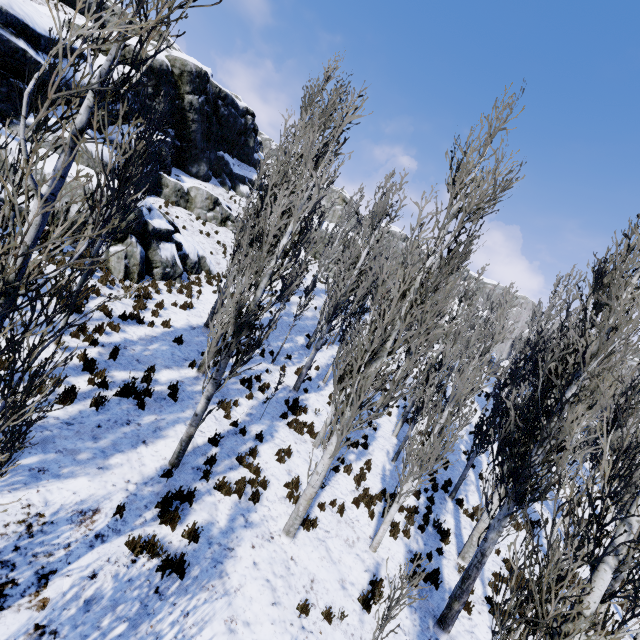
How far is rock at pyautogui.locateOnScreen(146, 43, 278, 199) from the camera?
22.6 meters

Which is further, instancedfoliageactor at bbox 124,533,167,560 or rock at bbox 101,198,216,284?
rock at bbox 101,198,216,284

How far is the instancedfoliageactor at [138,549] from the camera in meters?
5.4

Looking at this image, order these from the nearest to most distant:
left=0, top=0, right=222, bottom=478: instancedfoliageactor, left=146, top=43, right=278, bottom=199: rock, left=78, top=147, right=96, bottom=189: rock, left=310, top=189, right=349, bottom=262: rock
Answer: left=0, top=0, right=222, bottom=478: instancedfoliageactor < left=78, top=147, right=96, bottom=189: rock < left=146, top=43, right=278, bottom=199: rock < left=310, top=189, right=349, bottom=262: rock

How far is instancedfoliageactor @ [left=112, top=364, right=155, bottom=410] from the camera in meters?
8.1 m

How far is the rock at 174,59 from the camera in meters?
22.6 m

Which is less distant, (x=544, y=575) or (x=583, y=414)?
(x=544, y=575)
